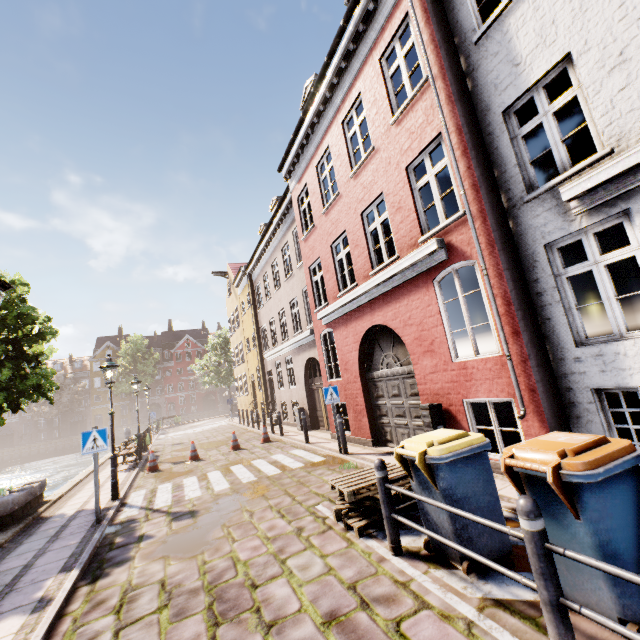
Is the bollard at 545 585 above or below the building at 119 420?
below

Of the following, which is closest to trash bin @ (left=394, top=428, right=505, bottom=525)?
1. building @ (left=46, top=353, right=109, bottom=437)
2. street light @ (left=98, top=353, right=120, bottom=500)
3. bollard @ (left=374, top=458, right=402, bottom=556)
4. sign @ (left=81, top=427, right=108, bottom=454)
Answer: bollard @ (left=374, top=458, right=402, bottom=556)

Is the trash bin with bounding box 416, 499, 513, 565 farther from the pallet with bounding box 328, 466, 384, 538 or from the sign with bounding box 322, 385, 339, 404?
the sign with bounding box 322, 385, 339, 404

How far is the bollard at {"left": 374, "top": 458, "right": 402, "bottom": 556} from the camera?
4.0 meters

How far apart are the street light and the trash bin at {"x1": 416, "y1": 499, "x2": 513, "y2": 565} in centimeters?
818cm

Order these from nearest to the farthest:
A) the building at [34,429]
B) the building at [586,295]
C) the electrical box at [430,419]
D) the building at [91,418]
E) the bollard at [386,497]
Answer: the bollard at [386,497], the building at [586,295], the electrical box at [430,419], the building at [34,429], the building at [91,418]

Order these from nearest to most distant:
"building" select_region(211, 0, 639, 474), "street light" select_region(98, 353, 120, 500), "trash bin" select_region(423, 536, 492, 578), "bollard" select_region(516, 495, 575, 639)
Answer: "bollard" select_region(516, 495, 575, 639), "trash bin" select_region(423, 536, 492, 578), "building" select_region(211, 0, 639, 474), "street light" select_region(98, 353, 120, 500)

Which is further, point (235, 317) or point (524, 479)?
point (235, 317)
